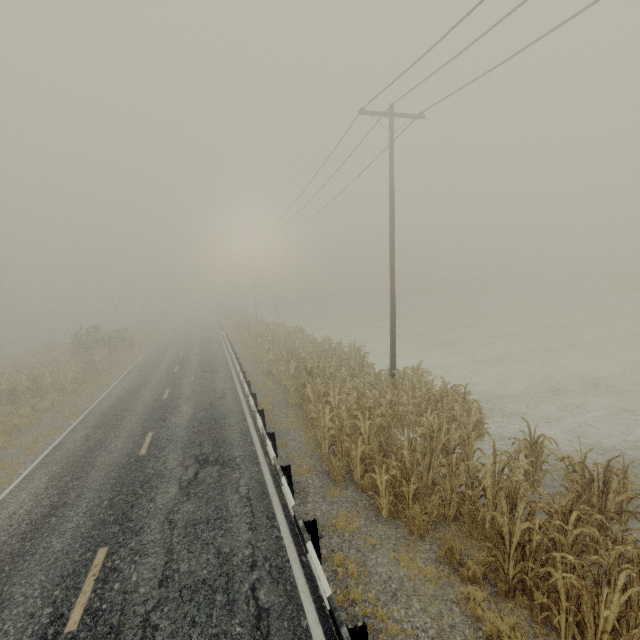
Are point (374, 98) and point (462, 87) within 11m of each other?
yes

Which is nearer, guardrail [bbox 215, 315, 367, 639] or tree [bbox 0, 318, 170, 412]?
guardrail [bbox 215, 315, 367, 639]

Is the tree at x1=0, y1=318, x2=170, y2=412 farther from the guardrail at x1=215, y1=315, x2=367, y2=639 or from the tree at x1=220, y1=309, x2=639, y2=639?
the tree at x1=220, y1=309, x2=639, y2=639

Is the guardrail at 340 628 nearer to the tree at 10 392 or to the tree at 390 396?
the tree at 390 396

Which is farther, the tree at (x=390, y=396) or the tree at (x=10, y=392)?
the tree at (x=10, y=392)

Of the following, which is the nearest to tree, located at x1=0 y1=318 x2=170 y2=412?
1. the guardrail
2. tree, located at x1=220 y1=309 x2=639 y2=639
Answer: the guardrail
